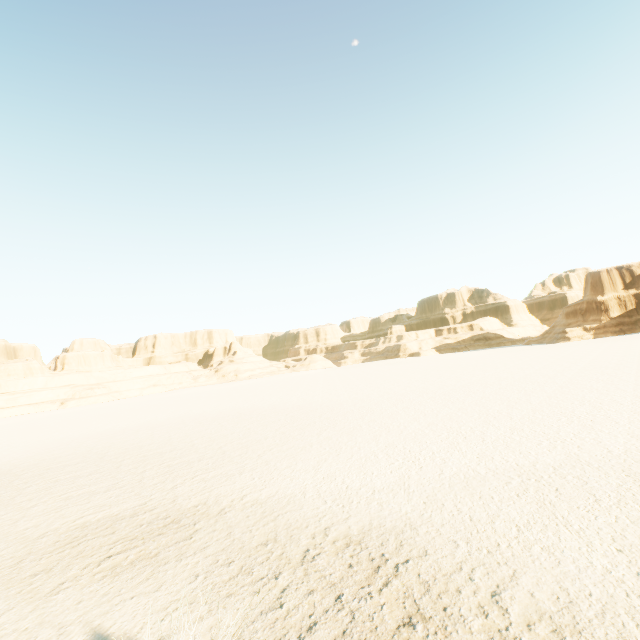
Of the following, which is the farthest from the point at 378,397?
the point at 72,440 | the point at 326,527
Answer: the point at 72,440
